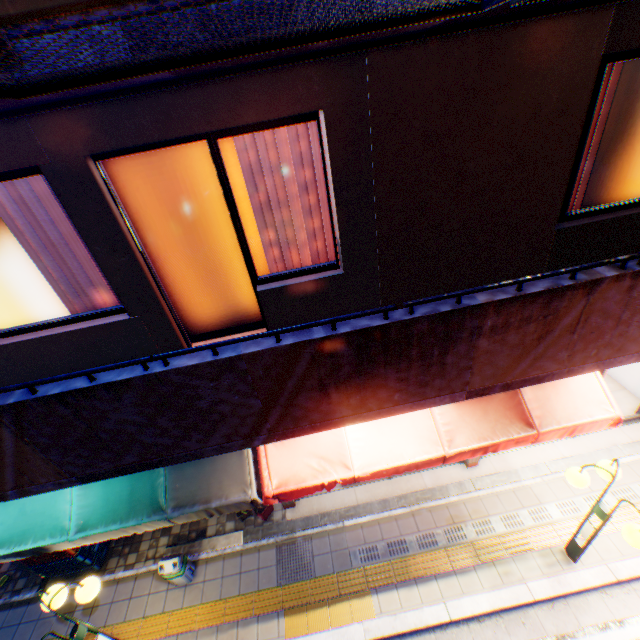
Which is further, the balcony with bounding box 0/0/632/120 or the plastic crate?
the plastic crate

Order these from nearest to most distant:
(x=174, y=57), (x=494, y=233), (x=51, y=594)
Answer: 1. (x=174, y=57)
2. (x=494, y=233)
3. (x=51, y=594)

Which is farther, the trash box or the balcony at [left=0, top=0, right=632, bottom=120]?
the trash box

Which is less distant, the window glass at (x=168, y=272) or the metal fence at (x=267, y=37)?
the metal fence at (x=267, y=37)

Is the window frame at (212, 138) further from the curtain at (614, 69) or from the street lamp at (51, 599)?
the street lamp at (51, 599)

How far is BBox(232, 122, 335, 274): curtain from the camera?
3.3 meters

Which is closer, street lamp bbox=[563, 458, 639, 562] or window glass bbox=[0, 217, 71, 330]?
window glass bbox=[0, 217, 71, 330]

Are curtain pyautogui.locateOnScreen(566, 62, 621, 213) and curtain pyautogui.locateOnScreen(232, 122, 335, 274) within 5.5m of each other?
yes
